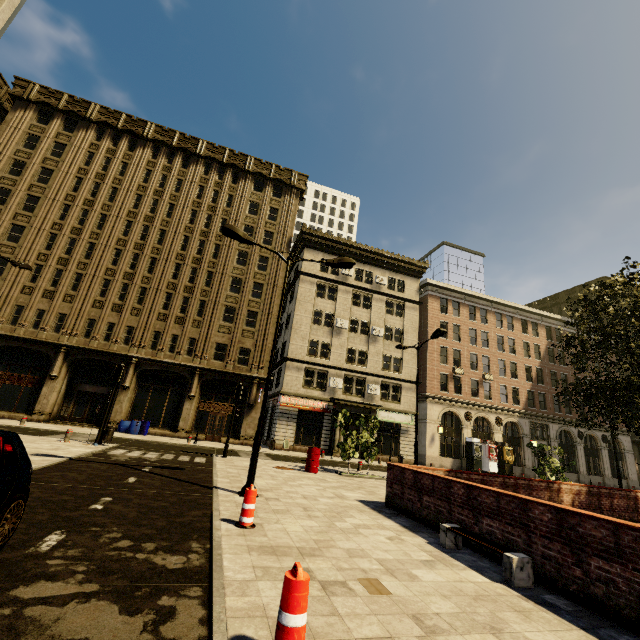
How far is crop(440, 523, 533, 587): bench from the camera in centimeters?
502cm

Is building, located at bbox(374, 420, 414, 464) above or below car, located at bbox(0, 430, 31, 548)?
above

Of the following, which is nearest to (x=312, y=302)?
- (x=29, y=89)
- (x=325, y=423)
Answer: (x=325, y=423)

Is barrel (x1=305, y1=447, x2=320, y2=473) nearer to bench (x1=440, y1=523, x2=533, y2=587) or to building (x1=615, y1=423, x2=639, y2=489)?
bench (x1=440, y1=523, x2=533, y2=587)

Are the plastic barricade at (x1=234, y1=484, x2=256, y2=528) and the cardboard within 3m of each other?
yes

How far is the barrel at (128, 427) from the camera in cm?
2377

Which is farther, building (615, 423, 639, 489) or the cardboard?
building (615, 423, 639, 489)

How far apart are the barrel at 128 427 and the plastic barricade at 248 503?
21.56m
